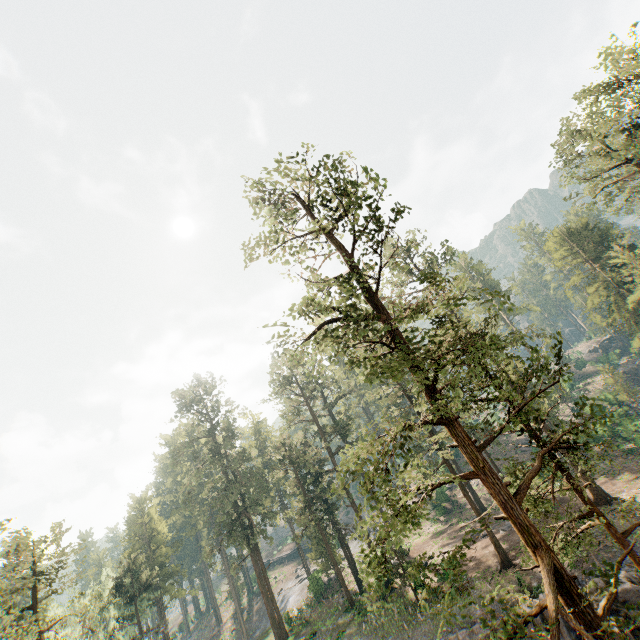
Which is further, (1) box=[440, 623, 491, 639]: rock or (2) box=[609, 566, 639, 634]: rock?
(1) box=[440, 623, 491, 639]: rock

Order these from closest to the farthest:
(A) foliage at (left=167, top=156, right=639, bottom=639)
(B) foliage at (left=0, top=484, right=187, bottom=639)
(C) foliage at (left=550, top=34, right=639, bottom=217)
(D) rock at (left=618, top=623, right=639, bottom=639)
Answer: (A) foliage at (left=167, top=156, right=639, bottom=639)
(D) rock at (left=618, top=623, right=639, bottom=639)
(B) foliage at (left=0, top=484, right=187, bottom=639)
(C) foliage at (left=550, top=34, right=639, bottom=217)

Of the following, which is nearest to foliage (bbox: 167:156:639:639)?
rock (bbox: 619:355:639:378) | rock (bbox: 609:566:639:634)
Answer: rock (bbox: 609:566:639:634)

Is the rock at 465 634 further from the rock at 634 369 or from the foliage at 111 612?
the rock at 634 369

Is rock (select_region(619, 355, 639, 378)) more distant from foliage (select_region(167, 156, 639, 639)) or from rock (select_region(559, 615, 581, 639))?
rock (select_region(559, 615, 581, 639))

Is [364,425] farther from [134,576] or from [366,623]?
[134,576]

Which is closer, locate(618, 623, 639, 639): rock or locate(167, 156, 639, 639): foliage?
locate(167, 156, 639, 639): foliage
